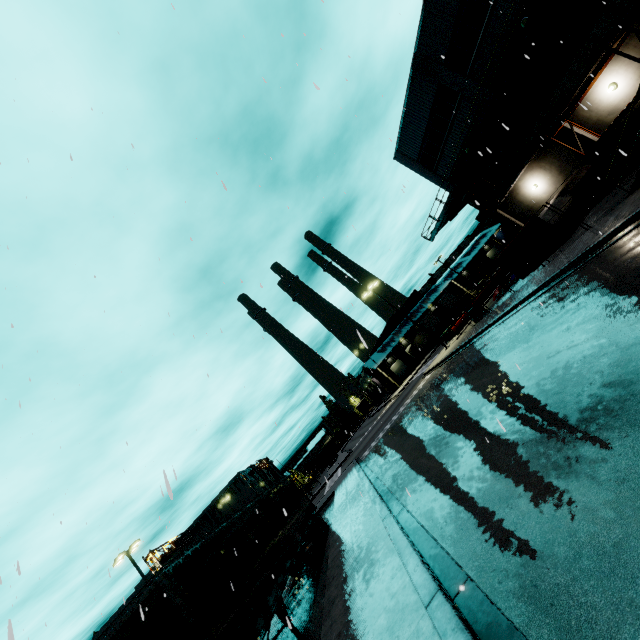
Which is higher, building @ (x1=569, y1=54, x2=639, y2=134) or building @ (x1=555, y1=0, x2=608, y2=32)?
building @ (x1=555, y1=0, x2=608, y2=32)

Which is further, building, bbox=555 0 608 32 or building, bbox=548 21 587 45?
building, bbox=548 21 587 45

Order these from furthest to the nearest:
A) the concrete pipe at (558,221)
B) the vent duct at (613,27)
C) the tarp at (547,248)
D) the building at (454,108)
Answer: the building at (454,108) < the concrete pipe at (558,221) < the tarp at (547,248) < the vent duct at (613,27)

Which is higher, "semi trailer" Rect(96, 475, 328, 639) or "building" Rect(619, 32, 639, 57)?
"building" Rect(619, 32, 639, 57)

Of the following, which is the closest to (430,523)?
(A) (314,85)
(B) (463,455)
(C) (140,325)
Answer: (B) (463,455)

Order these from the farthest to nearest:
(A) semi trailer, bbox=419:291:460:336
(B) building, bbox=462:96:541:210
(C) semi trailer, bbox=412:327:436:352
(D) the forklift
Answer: (C) semi trailer, bbox=412:327:436:352 < (A) semi trailer, bbox=419:291:460:336 < (D) the forklift < (B) building, bbox=462:96:541:210

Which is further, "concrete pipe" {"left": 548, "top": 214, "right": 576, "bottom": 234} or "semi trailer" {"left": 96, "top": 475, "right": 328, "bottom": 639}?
"concrete pipe" {"left": 548, "top": 214, "right": 576, "bottom": 234}

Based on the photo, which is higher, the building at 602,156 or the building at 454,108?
the building at 454,108
